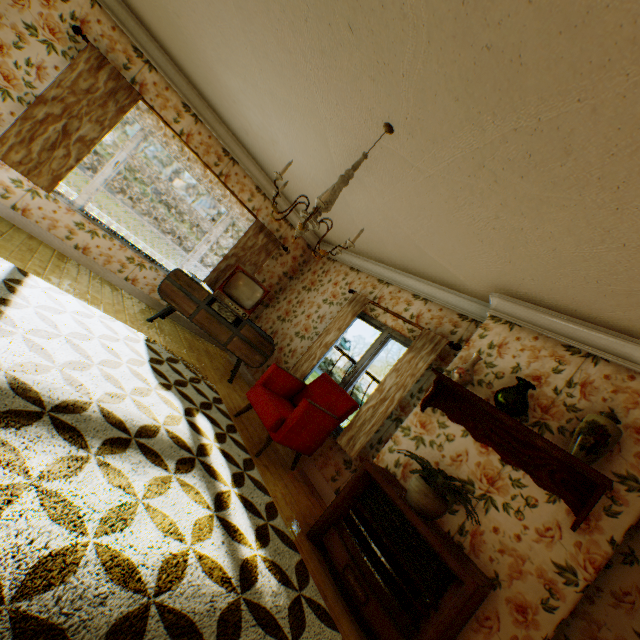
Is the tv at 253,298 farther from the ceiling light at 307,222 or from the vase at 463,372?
the vase at 463,372

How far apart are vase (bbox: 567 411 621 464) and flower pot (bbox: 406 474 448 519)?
1.1m

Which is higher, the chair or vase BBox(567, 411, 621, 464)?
vase BBox(567, 411, 621, 464)

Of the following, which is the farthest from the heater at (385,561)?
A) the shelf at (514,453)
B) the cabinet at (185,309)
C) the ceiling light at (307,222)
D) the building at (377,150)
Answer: the cabinet at (185,309)

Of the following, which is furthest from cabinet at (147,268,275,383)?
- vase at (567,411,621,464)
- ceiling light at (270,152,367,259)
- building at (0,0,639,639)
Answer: vase at (567,411,621,464)

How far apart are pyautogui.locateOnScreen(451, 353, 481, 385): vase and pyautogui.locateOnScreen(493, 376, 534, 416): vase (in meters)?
0.26

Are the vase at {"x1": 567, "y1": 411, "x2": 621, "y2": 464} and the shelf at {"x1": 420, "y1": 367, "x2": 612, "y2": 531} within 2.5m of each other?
yes

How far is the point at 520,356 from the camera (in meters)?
3.24
